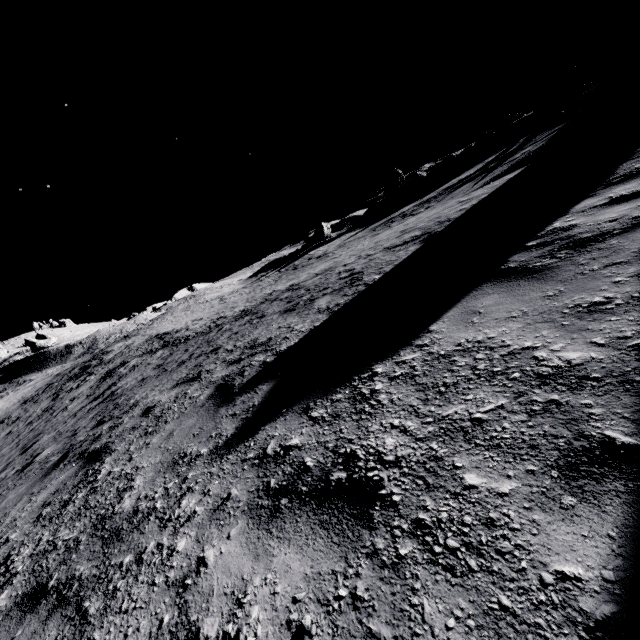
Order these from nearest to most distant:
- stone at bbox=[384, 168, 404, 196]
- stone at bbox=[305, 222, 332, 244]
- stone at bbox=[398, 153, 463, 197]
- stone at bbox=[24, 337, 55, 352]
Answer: stone at bbox=[398, 153, 463, 197] < stone at bbox=[305, 222, 332, 244] < stone at bbox=[384, 168, 404, 196] < stone at bbox=[24, 337, 55, 352]

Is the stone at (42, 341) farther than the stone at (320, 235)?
Yes

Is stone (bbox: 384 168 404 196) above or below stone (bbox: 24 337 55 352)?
below

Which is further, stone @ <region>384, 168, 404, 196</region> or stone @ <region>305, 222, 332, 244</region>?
stone @ <region>384, 168, 404, 196</region>

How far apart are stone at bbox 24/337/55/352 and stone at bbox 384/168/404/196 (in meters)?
63.51

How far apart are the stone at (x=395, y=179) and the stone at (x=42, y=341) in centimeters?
6351cm

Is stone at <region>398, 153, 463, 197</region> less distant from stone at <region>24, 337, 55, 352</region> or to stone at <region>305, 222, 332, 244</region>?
stone at <region>305, 222, 332, 244</region>

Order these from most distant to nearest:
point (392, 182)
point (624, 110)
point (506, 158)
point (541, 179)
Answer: point (392, 182), point (506, 158), point (624, 110), point (541, 179)
